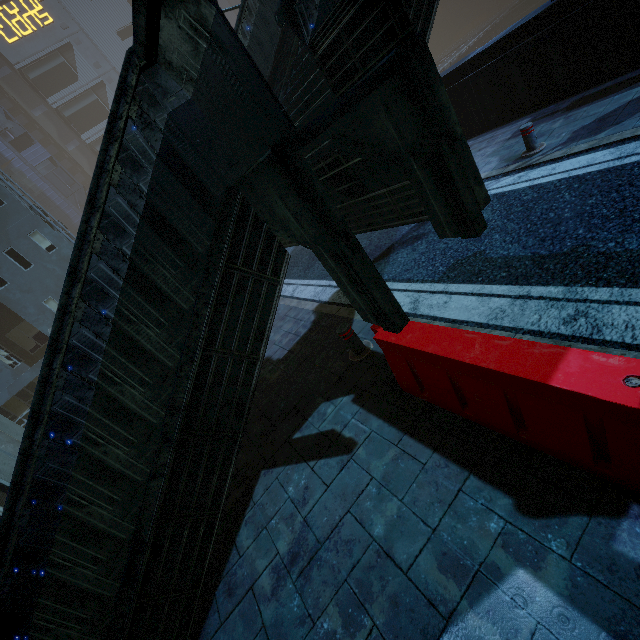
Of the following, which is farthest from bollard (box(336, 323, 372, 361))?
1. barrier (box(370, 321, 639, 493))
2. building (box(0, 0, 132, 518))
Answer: building (box(0, 0, 132, 518))

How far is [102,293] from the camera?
2.4m

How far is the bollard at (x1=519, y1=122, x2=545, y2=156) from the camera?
6.7 meters

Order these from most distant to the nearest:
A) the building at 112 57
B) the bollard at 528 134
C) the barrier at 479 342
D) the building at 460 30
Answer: the building at 460 30
the building at 112 57
the bollard at 528 134
the barrier at 479 342

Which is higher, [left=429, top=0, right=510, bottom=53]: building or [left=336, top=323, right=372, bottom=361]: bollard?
[left=429, top=0, right=510, bottom=53]: building

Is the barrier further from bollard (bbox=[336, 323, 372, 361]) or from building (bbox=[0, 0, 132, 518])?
building (bbox=[0, 0, 132, 518])

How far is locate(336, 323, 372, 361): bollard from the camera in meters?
5.0 m

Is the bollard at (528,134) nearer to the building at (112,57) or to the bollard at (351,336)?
the building at (112,57)
